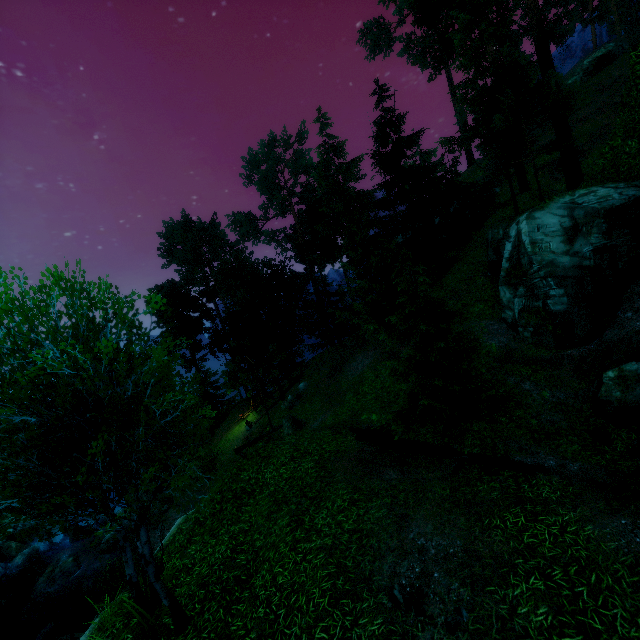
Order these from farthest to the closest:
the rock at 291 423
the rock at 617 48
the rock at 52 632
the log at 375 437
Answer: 1. the rock at 617 48
2. the rock at 291 423
3. the rock at 52 632
4. the log at 375 437

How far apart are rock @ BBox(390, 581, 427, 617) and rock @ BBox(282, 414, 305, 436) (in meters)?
15.77

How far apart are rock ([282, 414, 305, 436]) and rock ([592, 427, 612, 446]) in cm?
1571

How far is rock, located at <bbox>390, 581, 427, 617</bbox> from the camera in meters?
6.0

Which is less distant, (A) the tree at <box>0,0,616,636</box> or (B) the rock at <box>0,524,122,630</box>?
(A) the tree at <box>0,0,616,636</box>

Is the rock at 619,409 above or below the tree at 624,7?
below

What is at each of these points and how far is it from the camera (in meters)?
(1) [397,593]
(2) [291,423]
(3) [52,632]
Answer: (1) rock, 6.20
(2) rock, 21.94
(3) rock, 18.09

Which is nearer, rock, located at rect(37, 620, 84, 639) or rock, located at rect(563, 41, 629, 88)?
rock, located at rect(37, 620, 84, 639)
